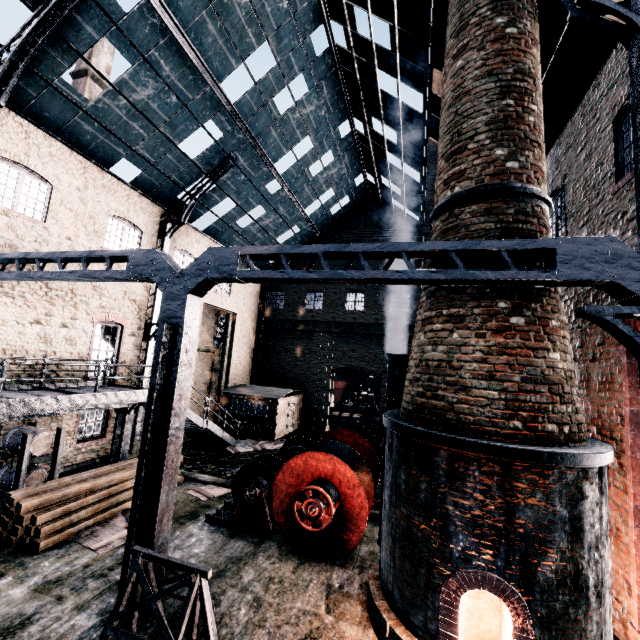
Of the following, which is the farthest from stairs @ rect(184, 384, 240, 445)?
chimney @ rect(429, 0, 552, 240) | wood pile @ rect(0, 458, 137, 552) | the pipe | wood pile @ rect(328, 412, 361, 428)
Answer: chimney @ rect(429, 0, 552, 240)

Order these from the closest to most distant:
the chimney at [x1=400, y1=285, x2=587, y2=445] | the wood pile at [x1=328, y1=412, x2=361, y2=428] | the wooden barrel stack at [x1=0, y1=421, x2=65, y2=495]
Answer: the chimney at [x1=400, y1=285, x2=587, y2=445]
the wooden barrel stack at [x1=0, y1=421, x2=65, y2=495]
the wood pile at [x1=328, y1=412, x2=361, y2=428]

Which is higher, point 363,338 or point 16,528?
point 363,338

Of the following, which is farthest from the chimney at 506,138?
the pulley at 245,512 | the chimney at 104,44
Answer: the chimney at 104,44

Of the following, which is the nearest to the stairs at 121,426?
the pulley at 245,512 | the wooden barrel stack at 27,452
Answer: the wooden barrel stack at 27,452

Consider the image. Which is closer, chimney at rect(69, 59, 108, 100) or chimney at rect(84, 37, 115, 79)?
chimney at rect(69, 59, 108, 100)

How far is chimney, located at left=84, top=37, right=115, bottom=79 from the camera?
34.8m

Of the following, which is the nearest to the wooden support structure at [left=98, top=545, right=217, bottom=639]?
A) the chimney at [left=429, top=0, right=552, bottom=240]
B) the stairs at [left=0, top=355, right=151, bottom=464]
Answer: the chimney at [left=429, top=0, right=552, bottom=240]
